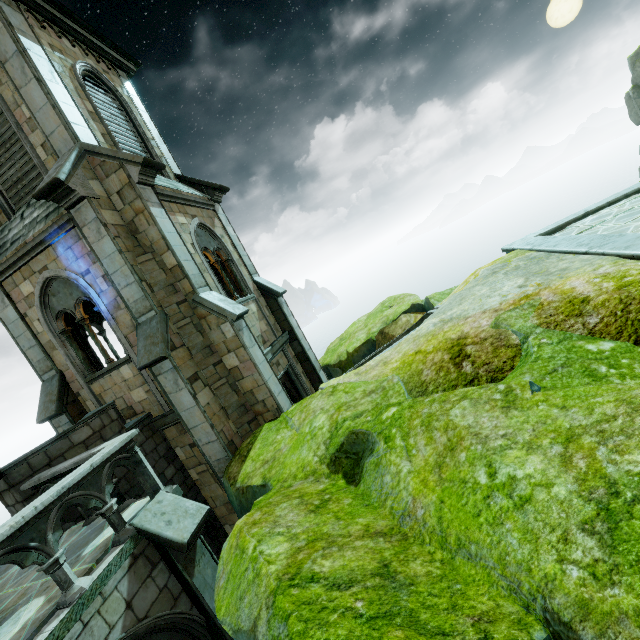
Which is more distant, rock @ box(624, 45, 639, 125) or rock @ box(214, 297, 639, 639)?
rock @ box(624, 45, 639, 125)

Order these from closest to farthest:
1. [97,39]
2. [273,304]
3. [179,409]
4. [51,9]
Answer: [179,409] < [51,9] < [97,39] < [273,304]

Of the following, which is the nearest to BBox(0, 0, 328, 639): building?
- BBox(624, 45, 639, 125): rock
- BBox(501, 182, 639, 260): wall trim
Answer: BBox(624, 45, 639, 125): rock

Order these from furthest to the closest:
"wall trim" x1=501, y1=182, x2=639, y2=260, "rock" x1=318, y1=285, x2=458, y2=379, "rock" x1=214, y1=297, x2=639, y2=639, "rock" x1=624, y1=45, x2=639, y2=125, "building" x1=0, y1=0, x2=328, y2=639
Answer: "rock" x1=624, y1=45, x2=639, y2=125 → "rock" x1=318, y1=285, x2=458, y2=379 → "wall trim" x1=501, y1=182, x2=639, y2=260 → "building" x1=0, y1=0, x2=328, y2=639 → "rock" x1=214, y1=297, x2=639, y2=639

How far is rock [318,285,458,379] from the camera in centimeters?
1251cm

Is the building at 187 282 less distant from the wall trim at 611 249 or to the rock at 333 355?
the rock at 333 355

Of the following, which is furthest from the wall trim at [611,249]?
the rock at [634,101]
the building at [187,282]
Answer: the building at [187,282]

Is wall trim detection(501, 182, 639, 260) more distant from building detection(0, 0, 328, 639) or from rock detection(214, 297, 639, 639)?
building detection(0, 0, 328, 639)
